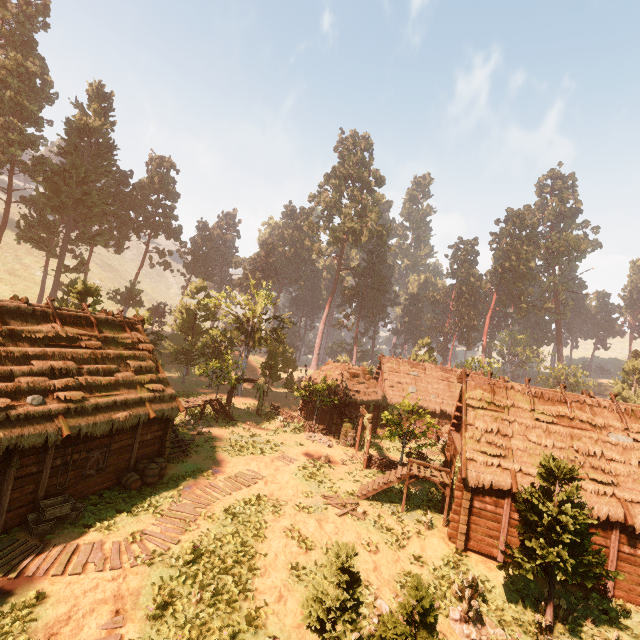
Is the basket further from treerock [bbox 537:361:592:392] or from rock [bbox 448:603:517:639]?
rock [bbox 448:603:517:639]

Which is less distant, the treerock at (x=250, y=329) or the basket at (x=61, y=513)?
the basket at (x=61, y=513)

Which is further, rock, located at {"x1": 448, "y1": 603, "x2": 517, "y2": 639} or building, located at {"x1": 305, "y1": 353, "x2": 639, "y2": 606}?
building, located at {"x1": 305, "y1": 353, "x2": 639, "y2": 606}

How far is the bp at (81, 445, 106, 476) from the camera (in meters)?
13.73

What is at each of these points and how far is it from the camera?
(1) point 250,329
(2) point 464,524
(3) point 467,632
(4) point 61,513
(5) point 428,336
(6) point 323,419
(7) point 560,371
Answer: (1) treerock, 39.8m
(2) building, 14.9m
(3) rock, 11.3m
(4) basket, 11.9m
(5) treerock, 53.4m
(6) building, 31.6m
(7) treerock, 57.0m

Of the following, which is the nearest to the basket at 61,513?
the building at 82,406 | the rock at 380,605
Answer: the building at 82,406

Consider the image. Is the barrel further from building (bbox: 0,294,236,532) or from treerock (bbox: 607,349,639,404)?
treerock (bbox: 607,349,639,404)

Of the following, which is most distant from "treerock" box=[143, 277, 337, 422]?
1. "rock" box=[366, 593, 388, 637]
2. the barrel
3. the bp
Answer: the barrel
